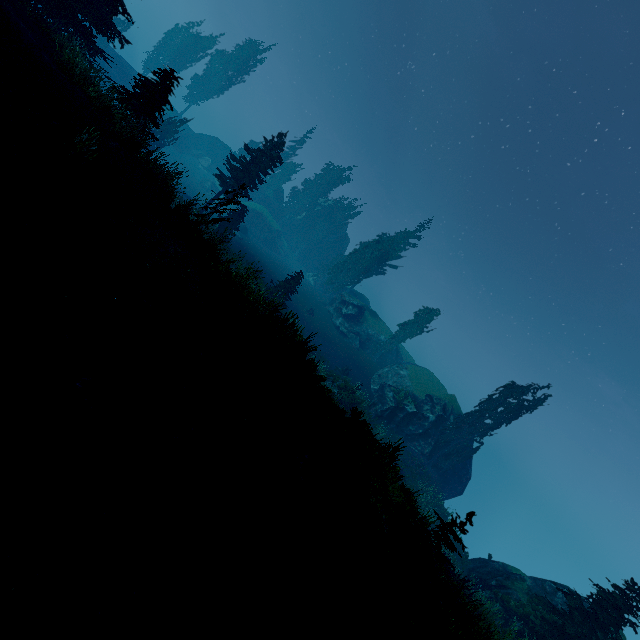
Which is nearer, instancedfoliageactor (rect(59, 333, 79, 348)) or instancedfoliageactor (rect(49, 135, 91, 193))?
instancedfoliageactor (rect(59, 333, 79, 348))

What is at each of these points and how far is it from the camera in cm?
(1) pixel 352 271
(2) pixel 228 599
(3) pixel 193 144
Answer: (1) instancedfoliageactor, 4944
(2) instancedfoliageactor, 402
(3) rock, 5941

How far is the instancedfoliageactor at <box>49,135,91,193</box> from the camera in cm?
679

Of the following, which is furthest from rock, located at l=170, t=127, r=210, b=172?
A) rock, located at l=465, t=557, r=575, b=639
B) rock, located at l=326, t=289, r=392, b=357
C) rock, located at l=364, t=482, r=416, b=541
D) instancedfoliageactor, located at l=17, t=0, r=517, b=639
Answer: rock, located at l=364, t=482, r=416, b=541

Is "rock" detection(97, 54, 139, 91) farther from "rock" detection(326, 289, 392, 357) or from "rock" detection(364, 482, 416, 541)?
"rock" detection(364, 482, 416, 541)

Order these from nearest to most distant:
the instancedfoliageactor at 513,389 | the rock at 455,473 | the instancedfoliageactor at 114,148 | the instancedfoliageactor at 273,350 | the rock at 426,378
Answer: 1. the instancedfoliageactor at 273,350
2. the instancedfoliageactor at 114,148
3. the instancedfoliageactor at 513,389
4. the rock at 426,378
5. the rock at 455,473

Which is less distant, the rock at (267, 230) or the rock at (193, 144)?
the rock at (267, 230)

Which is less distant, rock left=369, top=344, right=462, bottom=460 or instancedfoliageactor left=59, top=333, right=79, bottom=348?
instancedfoliageactor left=59, top=333, right=79, bottom=348
